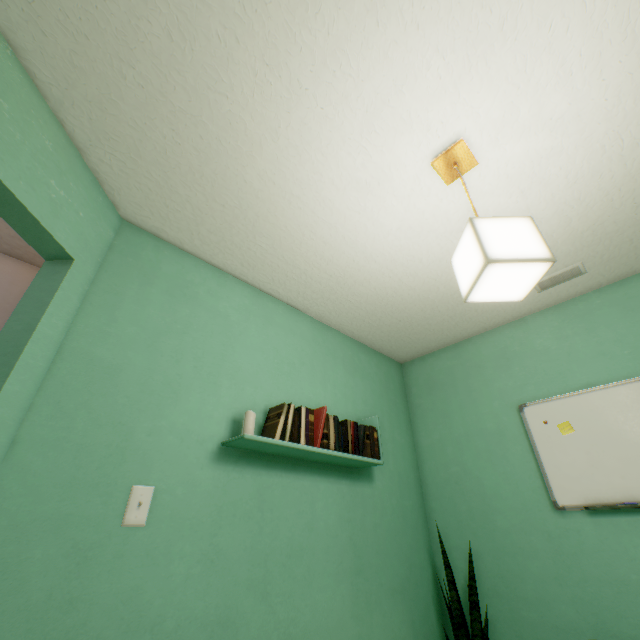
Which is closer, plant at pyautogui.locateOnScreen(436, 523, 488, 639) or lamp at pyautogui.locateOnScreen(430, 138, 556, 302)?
lamp at pyautogui.locateOnScreen(430, 138, 556, 302)

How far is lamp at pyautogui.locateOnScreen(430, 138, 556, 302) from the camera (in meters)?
0.95

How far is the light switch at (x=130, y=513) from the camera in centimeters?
115cm

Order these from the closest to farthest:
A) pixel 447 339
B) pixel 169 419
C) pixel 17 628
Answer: pixel 17 628
pixel 169 419
pixel 447 339

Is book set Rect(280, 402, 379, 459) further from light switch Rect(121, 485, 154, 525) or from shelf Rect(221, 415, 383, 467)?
light switch Rect(121, 485, 154, 525)

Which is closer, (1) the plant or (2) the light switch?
(2) the light switch

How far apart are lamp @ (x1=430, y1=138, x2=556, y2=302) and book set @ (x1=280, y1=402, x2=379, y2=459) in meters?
1.0 m

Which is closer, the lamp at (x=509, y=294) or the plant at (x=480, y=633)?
the lamp at (x=509, y=294)
